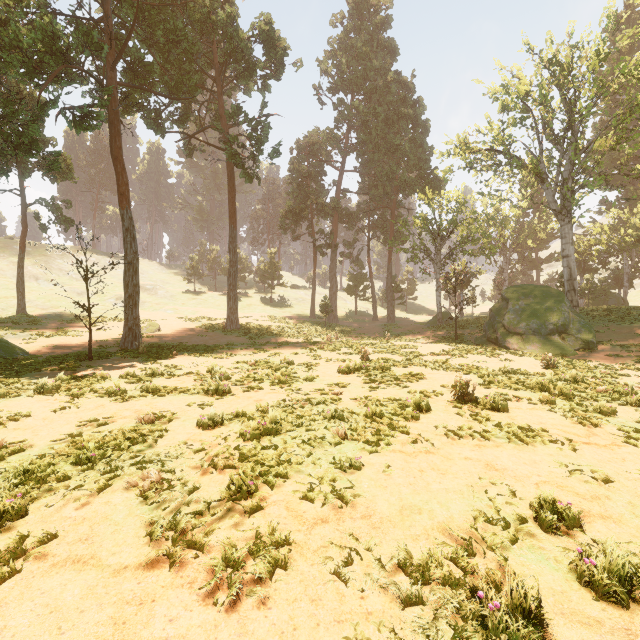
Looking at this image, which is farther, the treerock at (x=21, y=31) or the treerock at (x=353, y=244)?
the treerock at (x=353, y=244)

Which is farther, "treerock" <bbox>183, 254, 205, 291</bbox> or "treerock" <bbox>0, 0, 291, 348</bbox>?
"treerock" <bbox>183, 254, 205, 291</bbox>

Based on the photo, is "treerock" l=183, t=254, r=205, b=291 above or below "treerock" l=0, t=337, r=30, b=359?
above

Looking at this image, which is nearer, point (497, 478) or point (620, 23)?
point (497, 478)

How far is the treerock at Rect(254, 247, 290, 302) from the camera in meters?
50.1 m
